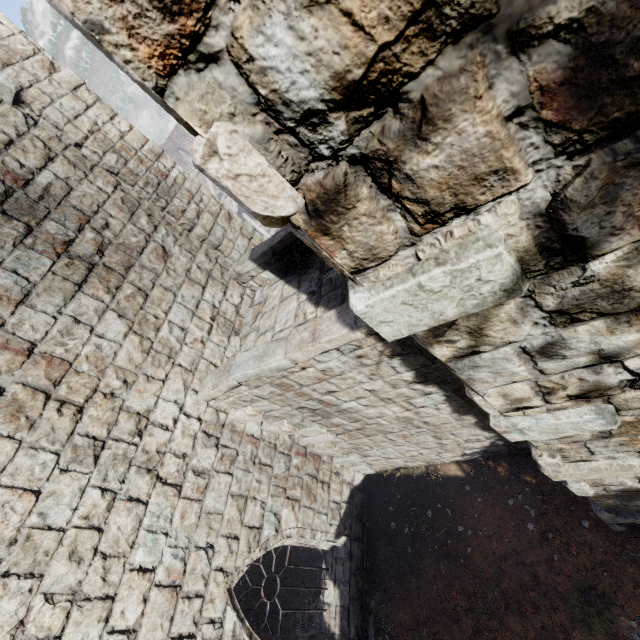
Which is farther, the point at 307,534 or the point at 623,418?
the point at 307,534
